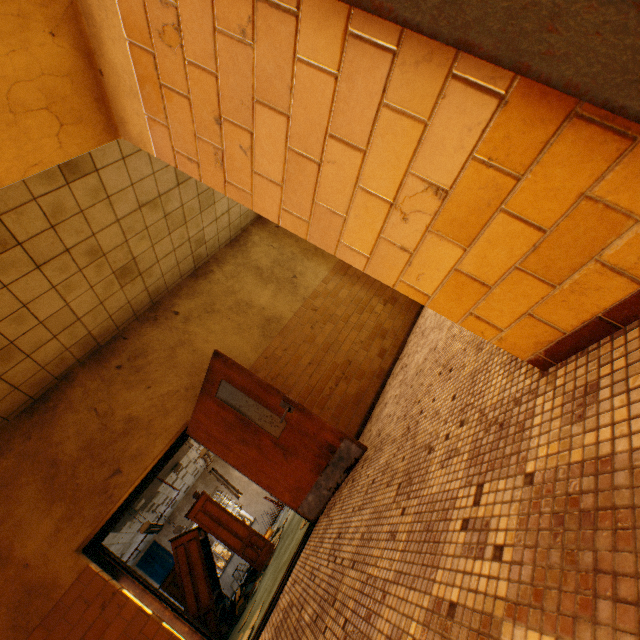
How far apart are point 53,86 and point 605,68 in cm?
178

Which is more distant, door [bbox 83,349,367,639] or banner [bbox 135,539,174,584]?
banner [bbox 135,539,174,584]

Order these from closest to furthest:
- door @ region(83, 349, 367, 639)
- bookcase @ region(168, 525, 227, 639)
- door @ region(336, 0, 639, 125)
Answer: door @ region(336, 0, 639, 125) → door @ region(83, 349, 367, 639) → bookcase @ region(168, 525, 227, 639)

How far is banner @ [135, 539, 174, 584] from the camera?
12.6 meters

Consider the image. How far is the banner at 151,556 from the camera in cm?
1264

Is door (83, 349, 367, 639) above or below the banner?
below

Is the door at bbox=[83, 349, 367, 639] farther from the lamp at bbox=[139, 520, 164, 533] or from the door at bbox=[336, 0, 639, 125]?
the lamp at bbox=[139, 520, 164, 533]

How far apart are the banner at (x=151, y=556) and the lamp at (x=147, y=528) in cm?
589
